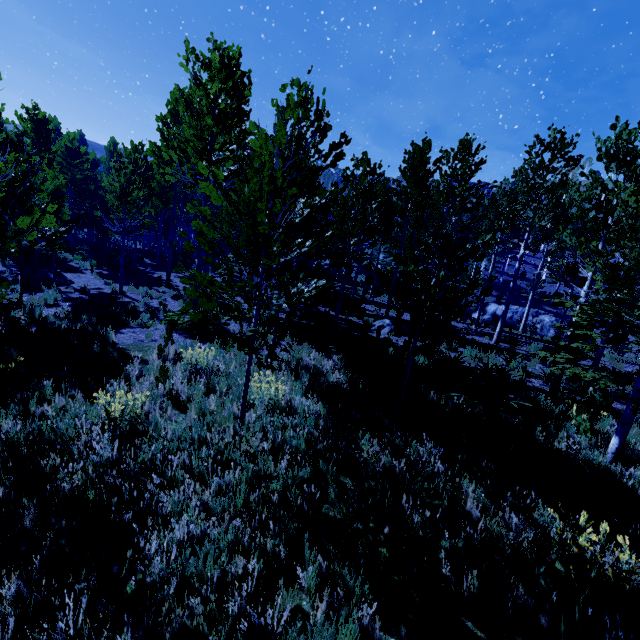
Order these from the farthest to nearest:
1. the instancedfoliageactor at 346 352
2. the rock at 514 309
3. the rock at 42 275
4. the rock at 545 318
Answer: the rock at 514 309, the rock at 545 318, the rock at 42 275, the instancedfoliageactor at 346 352

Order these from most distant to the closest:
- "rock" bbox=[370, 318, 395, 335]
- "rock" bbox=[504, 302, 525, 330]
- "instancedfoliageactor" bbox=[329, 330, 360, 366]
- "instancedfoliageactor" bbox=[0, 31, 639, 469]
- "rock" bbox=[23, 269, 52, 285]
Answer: "rock" bbox=[504, 302, 525, 330]
"rock" bbox=[23, 269, 52, 285]
"rock" bbox=[370, 318, 395, 335]
"instancedfoliageactor" bbox=[329, 330, 360, 366]
"instancedfoliageactor" bbox=[0, 31, 639, 469]

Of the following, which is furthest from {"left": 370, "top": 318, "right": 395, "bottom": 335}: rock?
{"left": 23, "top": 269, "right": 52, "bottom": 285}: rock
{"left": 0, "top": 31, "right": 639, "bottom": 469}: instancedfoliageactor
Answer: {"left": 23, "top": 269, "right": 52, "bottom": 285}: rock

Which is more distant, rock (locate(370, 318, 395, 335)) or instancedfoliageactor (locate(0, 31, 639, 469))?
rock (locate(370, 318, 395, 335))

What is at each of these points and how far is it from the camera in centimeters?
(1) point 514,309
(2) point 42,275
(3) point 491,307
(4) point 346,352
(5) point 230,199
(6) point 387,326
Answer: (1) rock, 2847cm
(2) rock, 1537cm
(3) rock, 2962cm
(4) instancedfoliageactor, 1035cm
(5) instancedfoliageactor, 439cm
(6) rock, 1442cm

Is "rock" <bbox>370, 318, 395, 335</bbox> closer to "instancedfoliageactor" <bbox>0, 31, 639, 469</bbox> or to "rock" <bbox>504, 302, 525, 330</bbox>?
"instancedfoliageactor" <bbox>0, 31, 639, 469</bbox>

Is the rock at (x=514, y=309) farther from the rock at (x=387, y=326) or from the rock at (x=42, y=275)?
the rock at (x=42, y=275)

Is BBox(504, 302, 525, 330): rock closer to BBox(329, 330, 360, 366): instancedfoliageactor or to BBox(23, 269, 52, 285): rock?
BBox(329, 330, 360, 366): instancedfoliageactor
